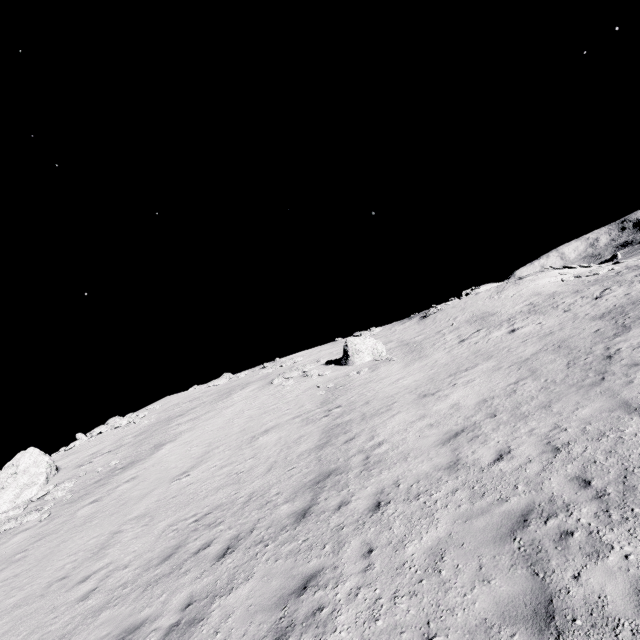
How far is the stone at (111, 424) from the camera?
28.2 meters

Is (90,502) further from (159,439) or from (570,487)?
(570,487)

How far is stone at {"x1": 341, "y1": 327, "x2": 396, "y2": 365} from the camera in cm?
2458

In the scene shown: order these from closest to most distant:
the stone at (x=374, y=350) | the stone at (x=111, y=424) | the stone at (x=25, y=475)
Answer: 1. the stone at (x=25, y=475)
2. the stone at (x=374, y=350)
3. the stone at (x=111, y=424)

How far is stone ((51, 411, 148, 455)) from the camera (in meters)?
28.23

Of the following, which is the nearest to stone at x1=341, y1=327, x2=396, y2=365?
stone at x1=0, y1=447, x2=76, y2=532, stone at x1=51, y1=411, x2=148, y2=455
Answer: stone at x1=0, y1=447, x2=76, y2=532

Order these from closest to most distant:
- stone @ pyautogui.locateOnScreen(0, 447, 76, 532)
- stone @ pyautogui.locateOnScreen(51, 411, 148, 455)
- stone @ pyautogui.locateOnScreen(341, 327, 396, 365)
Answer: stone @ pyautogui.locateOnScreen(0, 447, 76, 532)
stone @ pyautogui.locateOnScreen(341, 327, 396, 365)
stone @ pyautogui.locateOnScreen(51, 411, 148, 455)
